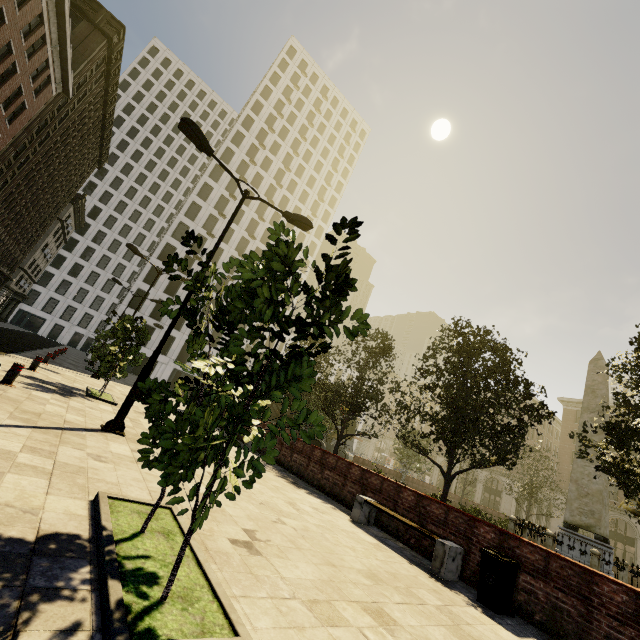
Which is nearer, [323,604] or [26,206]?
[323,604]

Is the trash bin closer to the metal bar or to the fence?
the fence

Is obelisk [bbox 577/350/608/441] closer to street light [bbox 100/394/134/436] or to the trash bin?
the trash bin

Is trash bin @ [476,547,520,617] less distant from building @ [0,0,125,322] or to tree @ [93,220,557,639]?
tree @ [93,220,557,639]

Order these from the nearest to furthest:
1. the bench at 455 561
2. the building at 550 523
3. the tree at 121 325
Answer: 1. the bench at 455 561
2. the tree at 121 325
3. the building at 550 523

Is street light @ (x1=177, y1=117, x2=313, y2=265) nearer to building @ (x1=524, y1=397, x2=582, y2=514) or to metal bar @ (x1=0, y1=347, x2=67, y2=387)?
metal bar @ (x1=0, y1=347, x2=67, y2=387)

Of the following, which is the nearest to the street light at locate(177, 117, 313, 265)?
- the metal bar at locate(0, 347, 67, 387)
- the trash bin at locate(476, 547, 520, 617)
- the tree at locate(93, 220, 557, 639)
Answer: the tree at locate(93, 220, 557, 639)

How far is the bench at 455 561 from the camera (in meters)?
6.32
